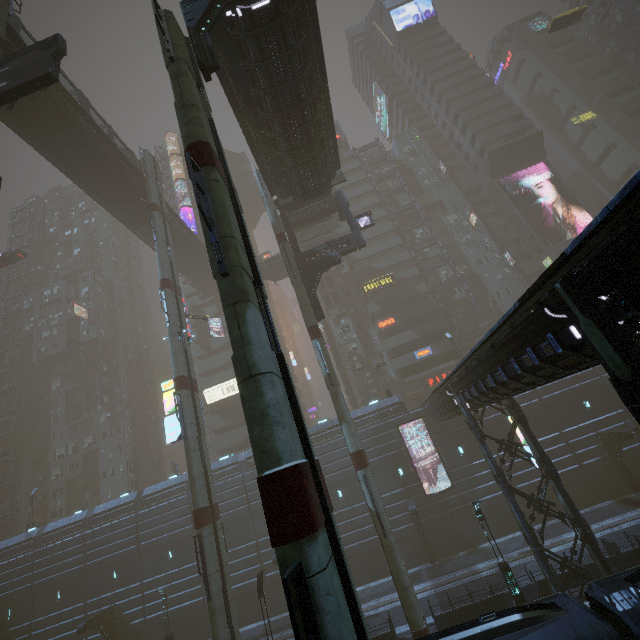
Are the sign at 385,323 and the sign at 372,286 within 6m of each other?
yes

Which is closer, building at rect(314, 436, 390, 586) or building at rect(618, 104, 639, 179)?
building at rect(314, 436, 390, 586)

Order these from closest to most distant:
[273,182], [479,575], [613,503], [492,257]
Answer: [479,575] → [273,182] → [613,503] → [492,257]

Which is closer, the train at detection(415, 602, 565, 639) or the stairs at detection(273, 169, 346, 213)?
the train at detection(415, 602, 565, 639)

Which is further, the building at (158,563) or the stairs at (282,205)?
the building at (158,563)

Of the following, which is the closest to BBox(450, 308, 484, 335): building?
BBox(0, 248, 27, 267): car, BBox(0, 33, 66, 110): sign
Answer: BBox(0, 248, 27, 267): car

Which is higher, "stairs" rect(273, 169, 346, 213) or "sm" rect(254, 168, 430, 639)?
"stairs" rect(273, 169, 346, 213)

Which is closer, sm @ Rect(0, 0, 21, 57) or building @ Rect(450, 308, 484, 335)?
sm @ Rect(0, 0, 21, 57)
